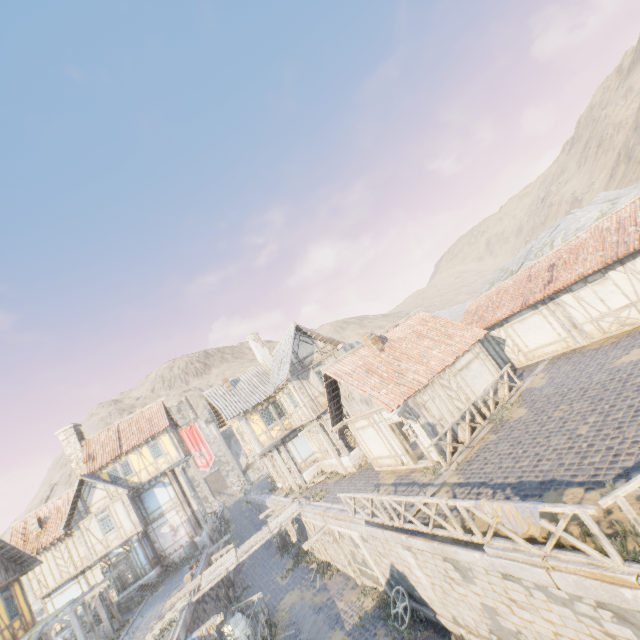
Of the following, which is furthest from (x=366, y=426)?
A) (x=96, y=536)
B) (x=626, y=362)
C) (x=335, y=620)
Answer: (x=96, y=536)

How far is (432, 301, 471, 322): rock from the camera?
37.03m

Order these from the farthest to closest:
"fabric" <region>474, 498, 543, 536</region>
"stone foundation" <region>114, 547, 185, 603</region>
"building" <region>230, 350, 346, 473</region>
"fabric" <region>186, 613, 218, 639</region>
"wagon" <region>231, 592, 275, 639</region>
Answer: "stone foundation" <region>114, 547, 185, 603</region> → "building" <region>230, 350, 346, 473</region> → "wagon" <region>231, 592, 275, 639</region> → "fabric" <region>186, 613, 218, 639</region> → "fabric" <region>474, 498, 543, 536</region>

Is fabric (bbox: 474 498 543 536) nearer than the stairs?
Yes

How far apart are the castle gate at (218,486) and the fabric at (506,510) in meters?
61.1

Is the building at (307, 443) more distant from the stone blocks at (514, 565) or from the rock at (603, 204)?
the rock at (603, 204)

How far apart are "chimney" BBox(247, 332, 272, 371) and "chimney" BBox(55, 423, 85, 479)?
16.9m

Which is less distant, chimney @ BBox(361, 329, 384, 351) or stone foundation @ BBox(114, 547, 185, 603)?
chimney @ BBox(361, 329, 384, 351)
